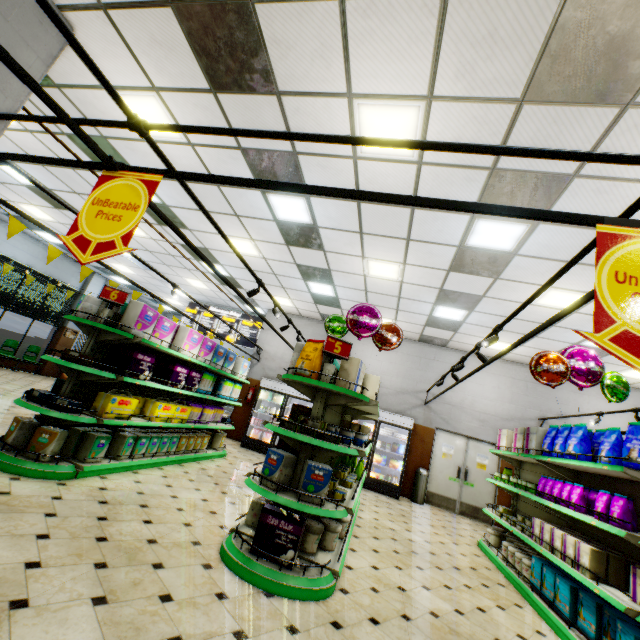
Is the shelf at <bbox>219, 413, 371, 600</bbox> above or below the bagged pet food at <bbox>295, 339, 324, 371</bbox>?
below

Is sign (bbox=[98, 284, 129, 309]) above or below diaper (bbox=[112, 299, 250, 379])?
above

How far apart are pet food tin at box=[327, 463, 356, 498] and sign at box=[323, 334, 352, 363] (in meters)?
1.31

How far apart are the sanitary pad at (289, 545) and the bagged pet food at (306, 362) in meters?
1.4

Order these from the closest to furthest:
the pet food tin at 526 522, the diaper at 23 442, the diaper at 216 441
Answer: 1. the diaper at 23 442
2. the pet food tin at 526 522
3. the diaper at 216 441

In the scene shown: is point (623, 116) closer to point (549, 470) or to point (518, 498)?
point (549, 470)

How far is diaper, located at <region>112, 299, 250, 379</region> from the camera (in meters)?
4.69

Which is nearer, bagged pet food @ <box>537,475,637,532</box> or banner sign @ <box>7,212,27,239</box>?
bagged pet food @ <box>537,475,637,532</box>
